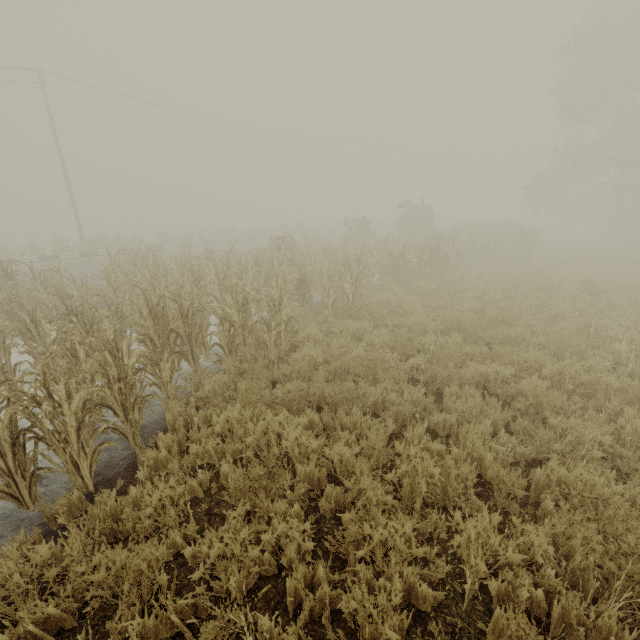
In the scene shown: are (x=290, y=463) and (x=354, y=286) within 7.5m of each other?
yes
